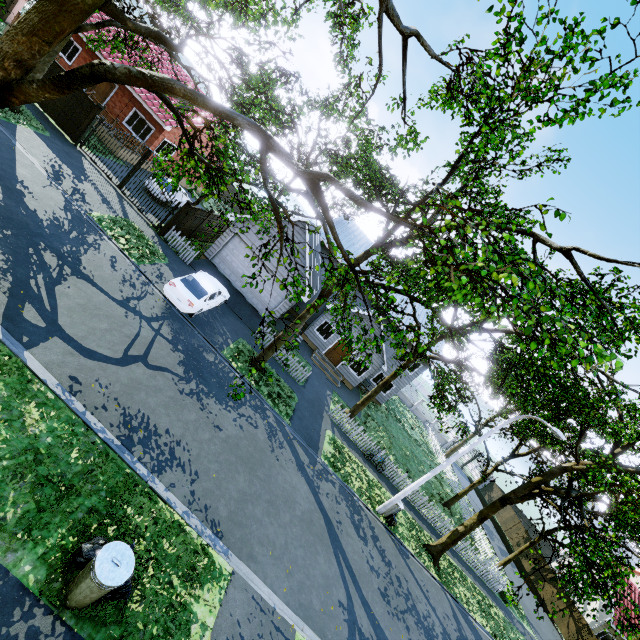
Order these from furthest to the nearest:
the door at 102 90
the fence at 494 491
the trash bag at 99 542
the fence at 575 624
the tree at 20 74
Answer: the fence at 494 491 → the fence at 575 624 → the door at 102 90 → the trash bag at 99 542 → the tree at 20 74

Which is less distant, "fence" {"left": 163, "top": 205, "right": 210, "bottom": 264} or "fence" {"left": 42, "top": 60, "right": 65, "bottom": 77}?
"fence" {"left": 42, "top": 60, "right": 65, "bottom": 77}

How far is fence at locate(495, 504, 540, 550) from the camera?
33.5 meters

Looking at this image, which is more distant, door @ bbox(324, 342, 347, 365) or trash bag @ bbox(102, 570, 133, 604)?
door @ bbox(324, 342, 347, 365)

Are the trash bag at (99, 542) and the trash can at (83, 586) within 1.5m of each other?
yes

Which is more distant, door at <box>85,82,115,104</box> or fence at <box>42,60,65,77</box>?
door at <box>85,82,115,104</box>

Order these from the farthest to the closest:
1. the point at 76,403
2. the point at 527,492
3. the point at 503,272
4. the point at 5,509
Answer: the point at 527,492
the point at 76,403
the point at 5,509
the point at 503,272

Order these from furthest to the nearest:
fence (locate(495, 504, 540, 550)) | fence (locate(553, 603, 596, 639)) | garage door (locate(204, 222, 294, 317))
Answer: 1. fence (locate(495, 504, 540, 550))
2. fence (locate(553, 603, 596, 639))
3. garage door (locate(204, 222, 294, 317))
